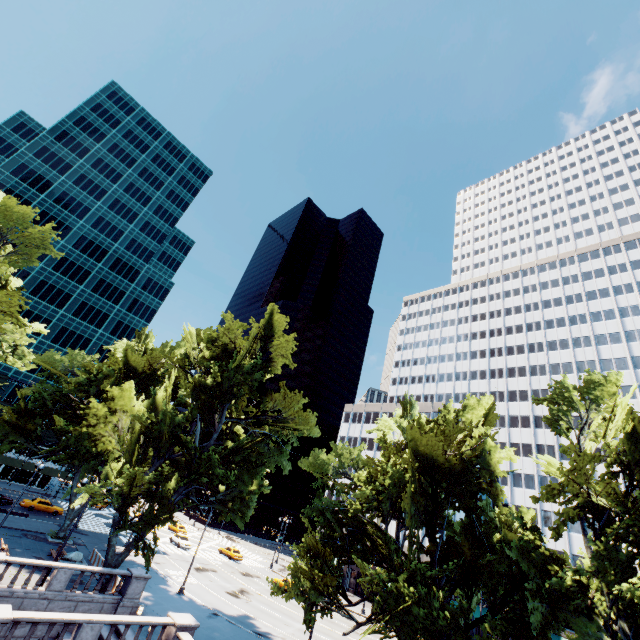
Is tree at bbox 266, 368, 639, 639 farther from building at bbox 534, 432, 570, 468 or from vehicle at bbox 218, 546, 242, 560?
vehicle at bbox 218, 546, 242, 560

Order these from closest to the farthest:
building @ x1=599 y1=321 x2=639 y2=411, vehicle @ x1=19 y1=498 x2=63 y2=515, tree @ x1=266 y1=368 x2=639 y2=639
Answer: tree @ x1=266 y1=368 x2=639 y2=639, vehicle @ x1=19 y1=498 x2=63 y2=515, building @ x1=599 y1=321 x2=639 y2=411

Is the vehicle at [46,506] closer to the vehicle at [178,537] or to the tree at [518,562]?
the tree at [518,562]

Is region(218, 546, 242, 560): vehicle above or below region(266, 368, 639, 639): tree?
below

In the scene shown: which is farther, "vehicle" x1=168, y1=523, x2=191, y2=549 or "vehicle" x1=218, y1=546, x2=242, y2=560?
"vehicle" x1=218, y1=546, x2=242, y2=560

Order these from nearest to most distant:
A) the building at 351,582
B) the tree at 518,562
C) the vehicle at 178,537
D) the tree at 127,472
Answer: the tree at 518,562, the tree at 127,472, the vehicle at 178,537, the building at 351,582

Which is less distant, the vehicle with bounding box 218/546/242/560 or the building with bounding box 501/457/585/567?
the building with bounding box 501/457/585/567

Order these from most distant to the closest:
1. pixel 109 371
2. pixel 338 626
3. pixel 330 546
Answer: pixel 109 371, pixel 338 626, pixel 330 546
